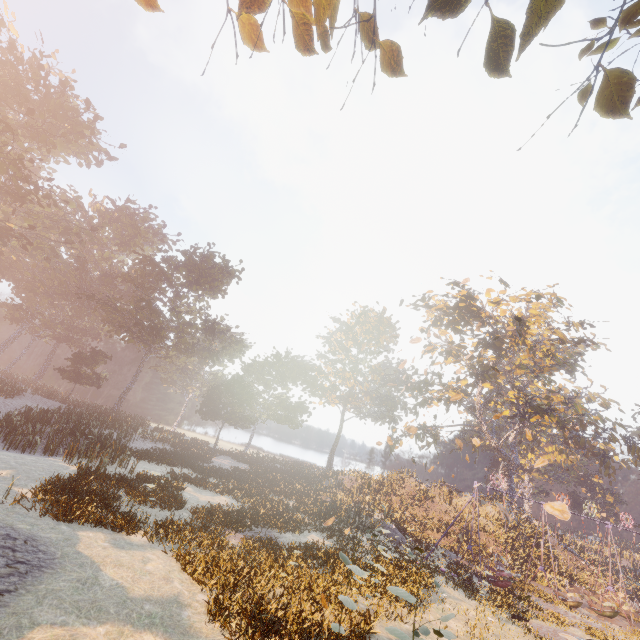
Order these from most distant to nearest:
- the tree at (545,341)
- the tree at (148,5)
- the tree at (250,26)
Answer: the tree at (545,341) → the tree at (148,5) → the tree at (250,26)

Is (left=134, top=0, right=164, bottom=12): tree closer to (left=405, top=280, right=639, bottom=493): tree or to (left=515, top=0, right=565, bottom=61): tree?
(left=515, top=0, right=565, bottom=61): tree

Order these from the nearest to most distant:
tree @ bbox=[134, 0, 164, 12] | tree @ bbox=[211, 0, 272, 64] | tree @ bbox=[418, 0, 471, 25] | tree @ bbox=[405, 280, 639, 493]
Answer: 1. tree @ bbox=[418, 0, 471, 25]
2. tree @ bbox=[211, 0, 272, 64]
3. tree @ bbox=[134, 0, 164, 12]
4. tree @ bbox=[405, 280, 639, 493]

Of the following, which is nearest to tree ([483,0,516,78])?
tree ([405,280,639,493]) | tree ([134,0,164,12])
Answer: tree ([134,0,164,12])

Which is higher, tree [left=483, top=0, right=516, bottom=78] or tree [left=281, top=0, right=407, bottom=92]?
tree [left=281, top=0, right=407, bottom=92]

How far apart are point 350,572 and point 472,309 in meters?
27.9

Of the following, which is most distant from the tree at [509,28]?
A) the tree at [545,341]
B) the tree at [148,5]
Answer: the tree at [545,341]
